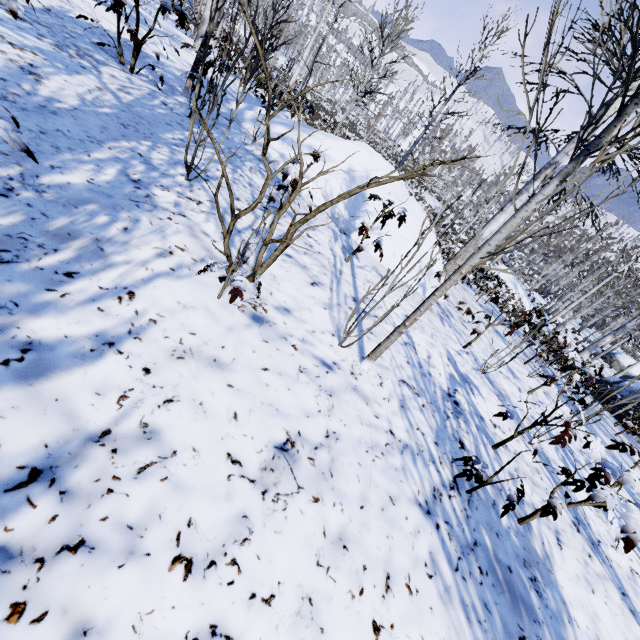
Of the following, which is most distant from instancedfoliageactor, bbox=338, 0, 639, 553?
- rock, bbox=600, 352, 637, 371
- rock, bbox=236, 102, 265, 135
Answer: rock, bbox=600, 352, 637, 371

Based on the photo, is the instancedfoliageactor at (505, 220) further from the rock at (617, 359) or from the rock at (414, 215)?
the rock at (617, 359)

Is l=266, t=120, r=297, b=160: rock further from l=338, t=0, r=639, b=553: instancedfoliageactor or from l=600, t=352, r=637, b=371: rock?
l=600, t=352, r=637, b=371: rock

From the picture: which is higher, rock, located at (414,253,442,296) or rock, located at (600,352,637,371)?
rock, located at (414,253,442,296)

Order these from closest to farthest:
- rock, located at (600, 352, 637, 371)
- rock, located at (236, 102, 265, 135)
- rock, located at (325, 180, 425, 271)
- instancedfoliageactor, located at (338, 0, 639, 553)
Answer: instancedfoliageactor, located at (338, 0, 639, 553) < rock, located at (325, 180, 425, 271) < rock, located at (236, 102, 265, 135) < rock, located at (600, 352, 637, 371)

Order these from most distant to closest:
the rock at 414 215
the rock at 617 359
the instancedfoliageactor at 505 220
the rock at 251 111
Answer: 1. the rock at 617 359
2. the rock at 251 111
3. the rock at 414 215
4. the instancedfoliageactor at 505 220

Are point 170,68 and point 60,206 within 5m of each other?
no
